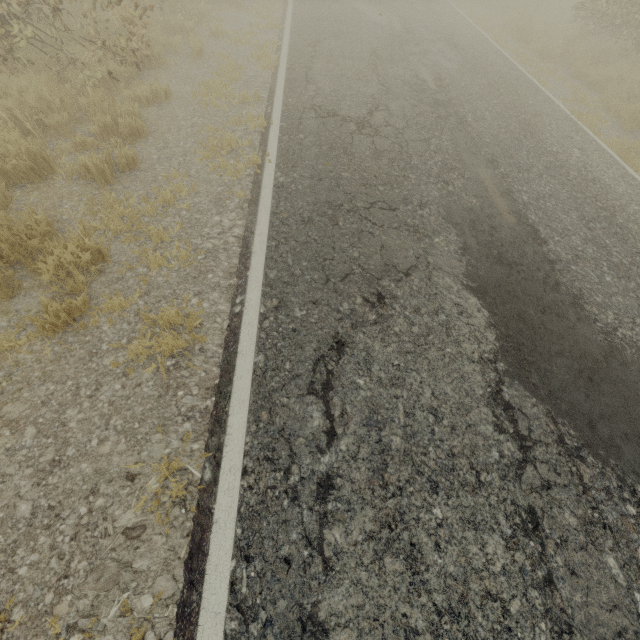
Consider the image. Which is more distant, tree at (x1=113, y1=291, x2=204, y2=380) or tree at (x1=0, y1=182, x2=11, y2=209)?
tree at (x1=0, y1=182, x2=11, y2=209)

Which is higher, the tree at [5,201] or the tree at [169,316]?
the tree at [169,316]

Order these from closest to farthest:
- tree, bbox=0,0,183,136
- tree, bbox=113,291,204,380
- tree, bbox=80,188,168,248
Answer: tree, bbox=113,291,204,380 → tree, bbox=80,188,168,248 → tree, bbox=0,0,183,136

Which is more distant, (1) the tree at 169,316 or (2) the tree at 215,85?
(2) the tree at 215,85

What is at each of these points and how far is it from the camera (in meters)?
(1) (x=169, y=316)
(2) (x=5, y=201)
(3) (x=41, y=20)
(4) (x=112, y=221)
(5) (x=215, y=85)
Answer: (1) tree, 3.37
(2) tree, 4.14
(3) tree, 6.82
(4) tree, 4.14
(5) tree, 6.82

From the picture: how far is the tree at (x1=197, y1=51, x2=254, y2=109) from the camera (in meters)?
6.50
